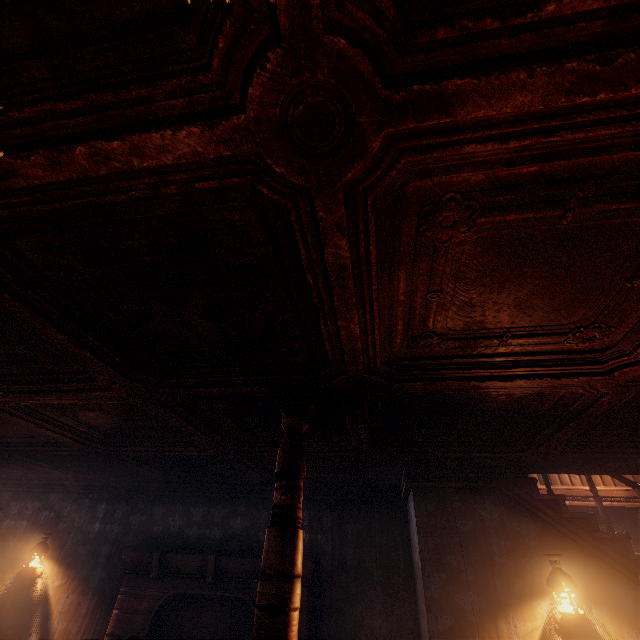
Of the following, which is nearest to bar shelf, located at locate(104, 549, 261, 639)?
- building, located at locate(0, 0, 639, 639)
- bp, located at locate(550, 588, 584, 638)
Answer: building, located at locate(0, 0, 639, 639)

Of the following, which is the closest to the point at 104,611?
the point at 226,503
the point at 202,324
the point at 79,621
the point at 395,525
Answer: the point at 79,621

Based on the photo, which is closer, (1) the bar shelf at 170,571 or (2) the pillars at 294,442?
(2) the pillars at 294,442

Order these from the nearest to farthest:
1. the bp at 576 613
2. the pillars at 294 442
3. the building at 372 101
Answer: the building at 372 101 < the pillars at 294 442 < the bp at 576 613

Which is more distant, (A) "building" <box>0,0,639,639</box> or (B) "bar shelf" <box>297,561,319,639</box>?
(B) "bar shelf" <box>297,561,319,639</box>

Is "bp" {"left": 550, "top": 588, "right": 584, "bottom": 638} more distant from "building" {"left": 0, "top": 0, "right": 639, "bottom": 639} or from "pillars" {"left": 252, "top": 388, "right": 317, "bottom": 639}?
"pillars" {"left": 252, "top": 388, "right": 317, "bottom": 639}

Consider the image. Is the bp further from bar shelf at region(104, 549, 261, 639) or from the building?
bar shelf at region(104, 549, 261, 639)
